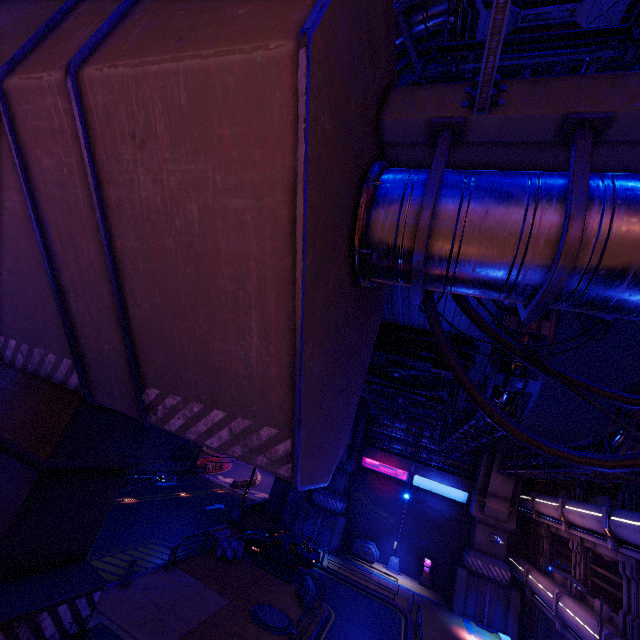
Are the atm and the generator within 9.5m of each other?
yes

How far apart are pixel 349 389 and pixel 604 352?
8.0m

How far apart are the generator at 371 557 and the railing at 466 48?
31.7 meters

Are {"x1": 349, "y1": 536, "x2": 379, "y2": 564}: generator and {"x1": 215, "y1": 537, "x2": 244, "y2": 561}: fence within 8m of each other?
no

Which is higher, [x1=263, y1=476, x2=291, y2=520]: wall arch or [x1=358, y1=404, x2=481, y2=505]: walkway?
[x1=358, y1=404, x2=481, y2=505]: walkway

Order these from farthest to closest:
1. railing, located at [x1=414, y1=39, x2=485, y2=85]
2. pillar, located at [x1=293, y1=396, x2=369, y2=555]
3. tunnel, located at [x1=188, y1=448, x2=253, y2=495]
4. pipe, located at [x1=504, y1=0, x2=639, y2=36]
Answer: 1. tunnel, located at [x1=188, y1=448, x2=253, y2=495]
2. pillar, located at [x1=293, y1=396, x2=369, y2=555]
3. pipe, located at [x1=504, y1=0, x2=639, y2=36]
4. railing, located at [x1=414, y1=39, x2=485, y2=85]

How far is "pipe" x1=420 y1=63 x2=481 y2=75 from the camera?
11.2 meters

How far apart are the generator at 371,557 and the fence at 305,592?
10.7m
